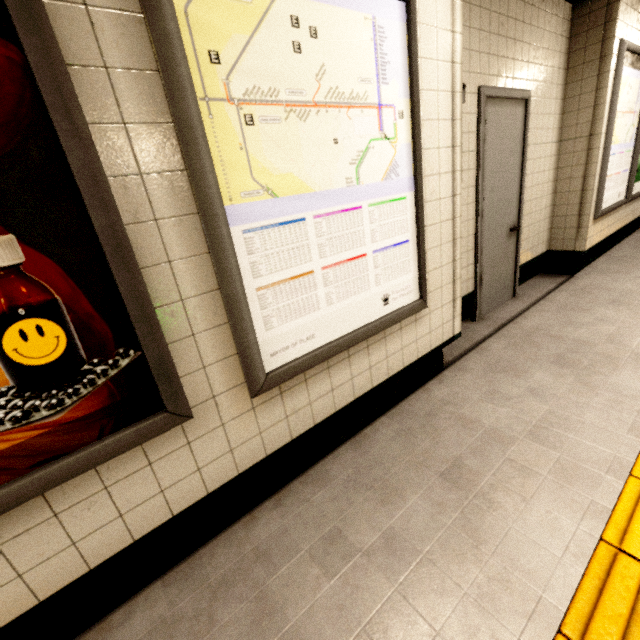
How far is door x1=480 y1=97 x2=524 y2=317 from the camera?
2.9 meters

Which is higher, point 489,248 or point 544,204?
point 544,204

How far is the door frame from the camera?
2.7m

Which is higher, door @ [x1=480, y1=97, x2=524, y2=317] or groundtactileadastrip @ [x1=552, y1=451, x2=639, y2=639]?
door @ [x1=480, y1=97, x2=524, y2=317]

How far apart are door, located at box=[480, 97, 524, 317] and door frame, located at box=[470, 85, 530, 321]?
0.01m

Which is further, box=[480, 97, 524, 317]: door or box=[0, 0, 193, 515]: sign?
box=[480, 97, 524, 317]: door

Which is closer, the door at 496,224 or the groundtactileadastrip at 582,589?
the groundtactileadastrip at 582,589

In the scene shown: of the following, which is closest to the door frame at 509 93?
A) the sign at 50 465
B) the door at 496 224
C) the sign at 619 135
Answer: the door at 496 224
